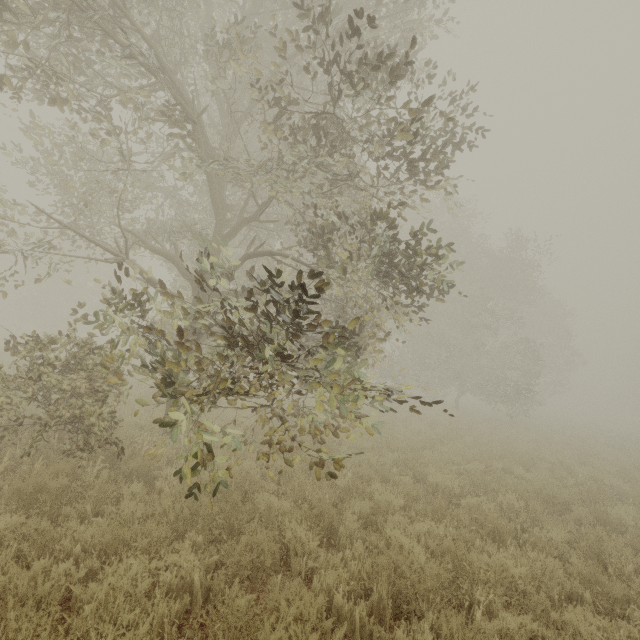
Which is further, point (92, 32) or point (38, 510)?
point (92, 32)
